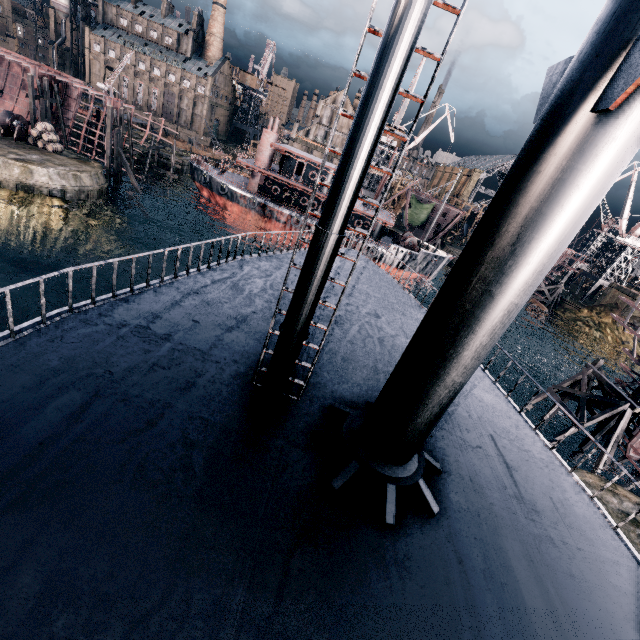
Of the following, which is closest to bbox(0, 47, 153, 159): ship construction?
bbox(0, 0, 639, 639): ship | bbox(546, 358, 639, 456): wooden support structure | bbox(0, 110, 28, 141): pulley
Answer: bbox(0, 110, 28, 141): pulley

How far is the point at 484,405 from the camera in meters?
9.0

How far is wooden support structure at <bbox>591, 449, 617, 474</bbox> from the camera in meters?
25.3 m

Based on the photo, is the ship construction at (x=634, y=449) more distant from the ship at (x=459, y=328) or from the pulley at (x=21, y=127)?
the pulley at (x=21, y=127)

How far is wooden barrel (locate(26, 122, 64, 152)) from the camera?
34.9m

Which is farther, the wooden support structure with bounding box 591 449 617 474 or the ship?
the wooden support structure with bounding box 591 449 617 474

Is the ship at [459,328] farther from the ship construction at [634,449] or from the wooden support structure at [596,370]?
the wooden support structure at [596,370]

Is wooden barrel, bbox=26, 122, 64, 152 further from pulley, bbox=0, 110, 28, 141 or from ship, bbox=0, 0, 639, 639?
ship, bbox=0, 0, 639, 639
